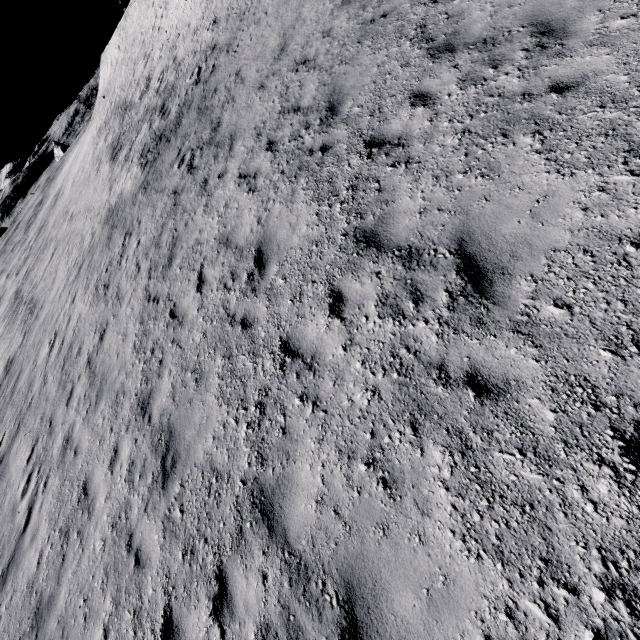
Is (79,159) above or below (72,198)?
above
